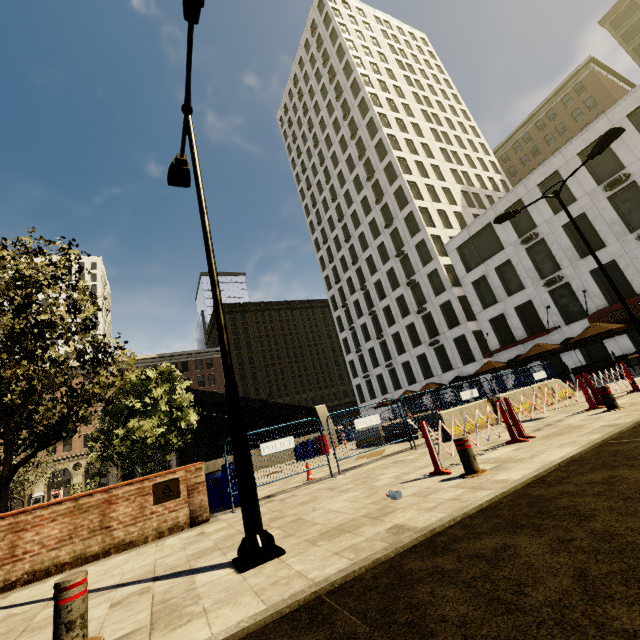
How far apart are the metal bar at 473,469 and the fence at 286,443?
4.1 meters

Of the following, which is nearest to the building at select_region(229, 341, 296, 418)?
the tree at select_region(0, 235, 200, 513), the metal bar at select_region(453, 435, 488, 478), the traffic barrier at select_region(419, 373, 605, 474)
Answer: the tree at select_region(0, 235, 200, 513)

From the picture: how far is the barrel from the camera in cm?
802

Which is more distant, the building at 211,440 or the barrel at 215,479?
the building at 211,440

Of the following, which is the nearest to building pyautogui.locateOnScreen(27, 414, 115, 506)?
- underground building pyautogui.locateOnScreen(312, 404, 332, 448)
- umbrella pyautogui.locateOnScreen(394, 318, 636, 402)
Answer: umbrella pyautogui.locateOnScreen(394, 318, 636, 402)

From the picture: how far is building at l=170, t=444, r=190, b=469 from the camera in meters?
48.4

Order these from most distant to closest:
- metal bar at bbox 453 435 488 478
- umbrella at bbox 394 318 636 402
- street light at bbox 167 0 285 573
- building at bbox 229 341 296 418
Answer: building at bbox 229 341 296 418 → umbrella at bbox 394 318 636 402 → metal bar at bbox 453 435 488 478 → street light at bbox 167 0 285 573

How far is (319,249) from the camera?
59.50m
